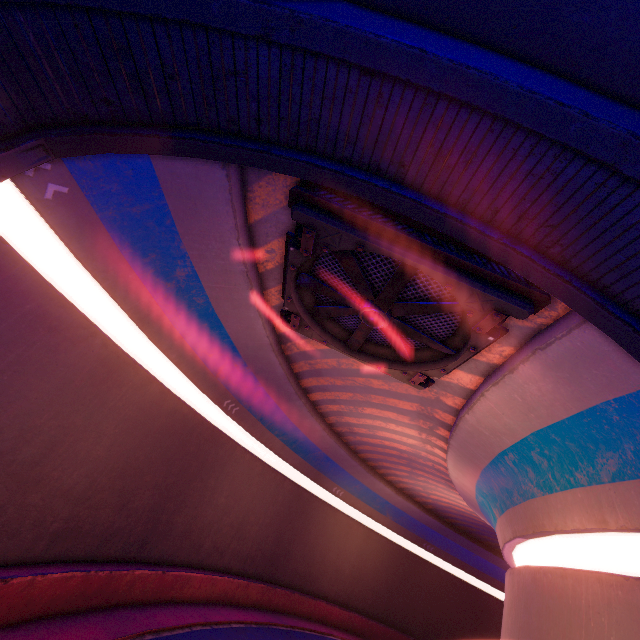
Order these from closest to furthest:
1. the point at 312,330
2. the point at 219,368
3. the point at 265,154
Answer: the point at 265,154 < the point at 312,330 < the point at 219,368

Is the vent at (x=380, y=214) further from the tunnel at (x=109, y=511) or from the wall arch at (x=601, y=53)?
the wall arch at (x=601, y=53)

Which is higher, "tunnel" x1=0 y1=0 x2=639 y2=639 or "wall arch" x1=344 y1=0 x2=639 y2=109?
"wall arch" x1=344 y1=0 x2=639 y2=109

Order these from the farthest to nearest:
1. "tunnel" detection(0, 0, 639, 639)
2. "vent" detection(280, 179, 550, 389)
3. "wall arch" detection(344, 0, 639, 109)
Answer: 1. "vent" detection(280, 179, 550, 389)
2. "tunnel" detection(0, 0, 639, 639)
3. "wall arch" detection(344, 0, 639, 109)

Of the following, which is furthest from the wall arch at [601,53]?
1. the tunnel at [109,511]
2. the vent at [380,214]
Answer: the vent at [380,214]

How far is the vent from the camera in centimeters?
663cm

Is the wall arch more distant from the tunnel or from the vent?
the vent
